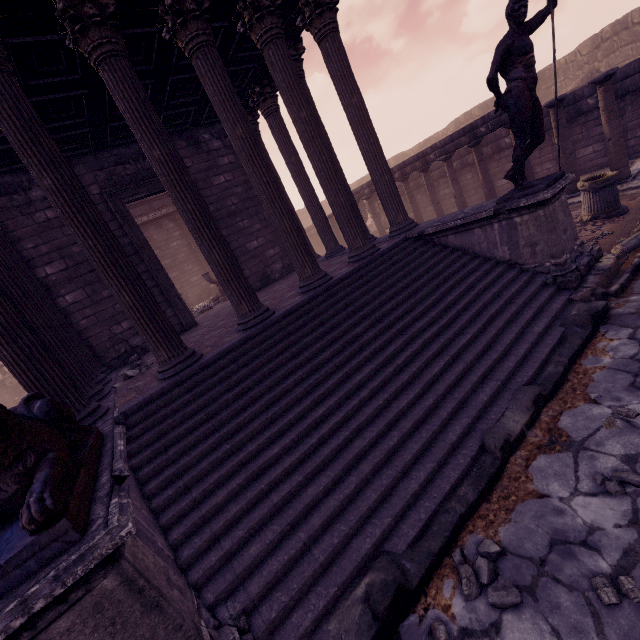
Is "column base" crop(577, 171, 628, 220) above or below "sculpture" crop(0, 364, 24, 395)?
below

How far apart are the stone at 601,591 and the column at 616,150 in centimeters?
1002cm

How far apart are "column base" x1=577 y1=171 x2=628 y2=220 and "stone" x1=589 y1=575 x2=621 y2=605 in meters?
7.6 m

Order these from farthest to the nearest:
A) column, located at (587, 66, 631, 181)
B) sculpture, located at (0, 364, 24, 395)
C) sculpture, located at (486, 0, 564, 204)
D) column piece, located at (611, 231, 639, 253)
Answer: sculpture, located at (0, 364, 24, 395) → column, located at (587, 66, 631, 181) → column piece, located at (611, 231, 639, 253) → sculpture, located at (486, 0, 564, 204)

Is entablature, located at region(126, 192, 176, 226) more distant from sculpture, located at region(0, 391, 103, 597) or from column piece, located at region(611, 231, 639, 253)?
column piece, located at region(611, 231, 639, 253)

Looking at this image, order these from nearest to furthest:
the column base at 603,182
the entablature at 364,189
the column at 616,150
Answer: the column base at 603,182
the column at 616,150
the entablature at 364,189

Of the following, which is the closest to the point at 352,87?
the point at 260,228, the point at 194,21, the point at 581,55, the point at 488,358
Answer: the point at 194,21

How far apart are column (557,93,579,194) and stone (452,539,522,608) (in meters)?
10.40
